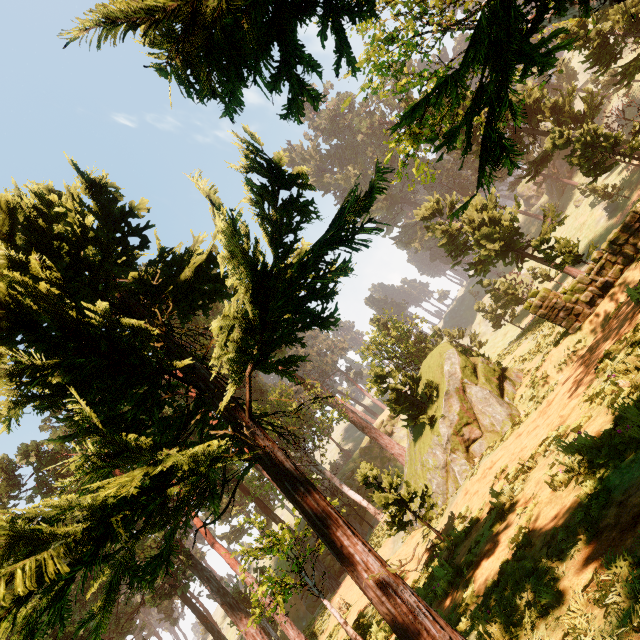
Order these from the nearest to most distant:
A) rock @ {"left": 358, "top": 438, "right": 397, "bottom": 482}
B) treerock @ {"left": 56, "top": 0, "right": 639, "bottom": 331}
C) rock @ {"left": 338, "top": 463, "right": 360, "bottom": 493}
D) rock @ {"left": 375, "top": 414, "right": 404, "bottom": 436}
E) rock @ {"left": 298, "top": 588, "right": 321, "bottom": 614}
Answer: treerock @ {"left": 56, "top": 0, "right": 639, "bottom": 331}, rock @ {"left": 298, "top": 588, "right": 321, "bottom": 614}, rock @ {"left": 338, "top": 463, "right": 360, "bottom": 493}, rock @ {"left": 358, "top": 438, "right": 397, "bottom": 482}, rock @ {"left": 375, "top": 414, "right": 404, "bottom": 436}

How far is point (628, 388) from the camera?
5.59m

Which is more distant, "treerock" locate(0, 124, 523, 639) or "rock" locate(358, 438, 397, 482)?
"rock" locate(358, 438, 397, 482)

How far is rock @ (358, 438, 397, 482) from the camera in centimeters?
4703cm

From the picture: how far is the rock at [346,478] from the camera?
43.09m
